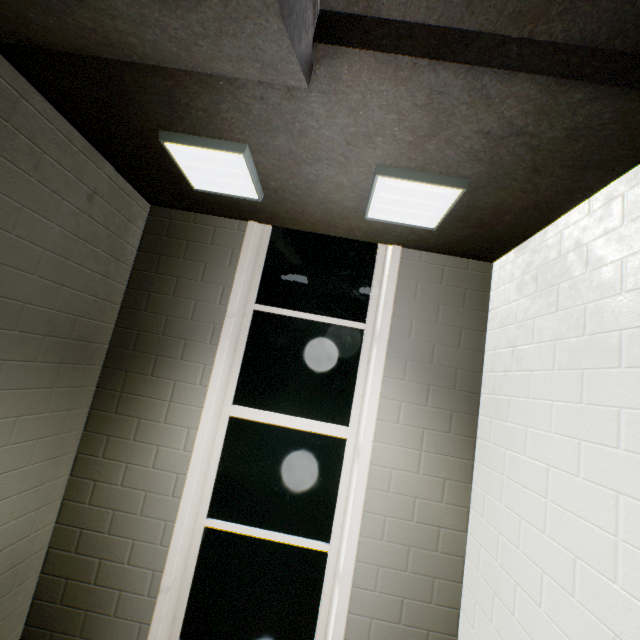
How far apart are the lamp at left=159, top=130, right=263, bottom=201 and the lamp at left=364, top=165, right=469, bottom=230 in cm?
74

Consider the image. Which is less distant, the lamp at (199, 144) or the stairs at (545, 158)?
the stairs at (545, 158)

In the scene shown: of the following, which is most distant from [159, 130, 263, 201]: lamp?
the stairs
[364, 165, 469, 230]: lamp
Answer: [364, 165, 469, 230]: lamp

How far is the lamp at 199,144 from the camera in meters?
1.8 m

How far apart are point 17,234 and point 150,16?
1.48m

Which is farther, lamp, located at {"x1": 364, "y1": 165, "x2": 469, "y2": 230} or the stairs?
lamp, located at {"x1": 364, "y1": 165, "x2": 469, "y2": 230}

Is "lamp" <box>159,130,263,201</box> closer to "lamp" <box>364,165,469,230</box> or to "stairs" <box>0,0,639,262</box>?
"stairs" <box>0,0,639,262</box>
